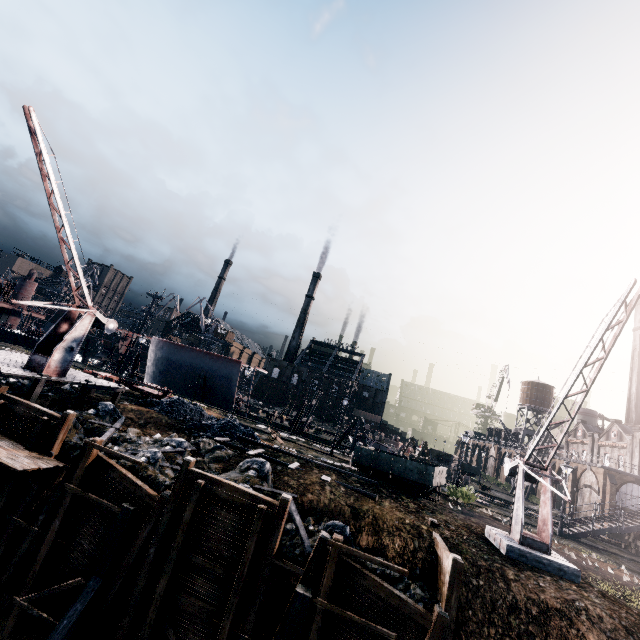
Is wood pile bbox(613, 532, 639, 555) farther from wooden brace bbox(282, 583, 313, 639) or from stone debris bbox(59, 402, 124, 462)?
wooden brace bbox(282, 583, 313, 639)

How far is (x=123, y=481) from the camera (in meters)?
14.25

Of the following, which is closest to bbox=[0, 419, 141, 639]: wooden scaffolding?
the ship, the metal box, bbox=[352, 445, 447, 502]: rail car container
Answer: bbox=[352, 445, 447, 502]: rail car container

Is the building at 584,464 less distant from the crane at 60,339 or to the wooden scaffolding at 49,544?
the wooden scaffolding at 49,544

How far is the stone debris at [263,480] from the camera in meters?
15.3

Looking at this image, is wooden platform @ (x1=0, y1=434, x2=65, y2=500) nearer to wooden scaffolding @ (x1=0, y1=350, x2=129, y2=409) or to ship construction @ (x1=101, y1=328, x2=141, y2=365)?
wooden scaffolding @ (x1=0, y1=350, x2=129, y2=409)

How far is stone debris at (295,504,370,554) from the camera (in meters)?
13.76

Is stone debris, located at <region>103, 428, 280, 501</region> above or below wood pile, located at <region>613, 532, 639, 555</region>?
below
